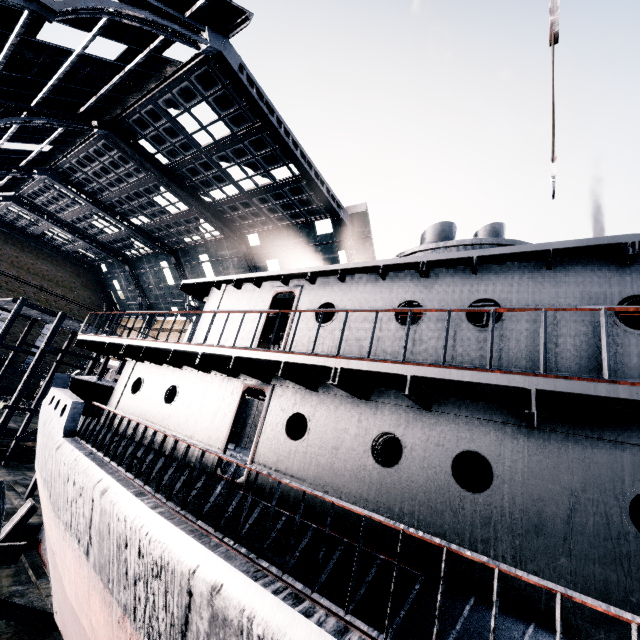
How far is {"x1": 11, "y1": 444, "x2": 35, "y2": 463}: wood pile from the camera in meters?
27.5

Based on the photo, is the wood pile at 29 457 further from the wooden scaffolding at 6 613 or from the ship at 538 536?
the wooden scaffolding at 6 613

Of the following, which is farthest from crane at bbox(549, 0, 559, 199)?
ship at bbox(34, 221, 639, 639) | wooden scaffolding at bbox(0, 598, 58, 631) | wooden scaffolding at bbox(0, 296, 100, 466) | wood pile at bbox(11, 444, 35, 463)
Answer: wood pile at bbox(11, 444, 35, 463)

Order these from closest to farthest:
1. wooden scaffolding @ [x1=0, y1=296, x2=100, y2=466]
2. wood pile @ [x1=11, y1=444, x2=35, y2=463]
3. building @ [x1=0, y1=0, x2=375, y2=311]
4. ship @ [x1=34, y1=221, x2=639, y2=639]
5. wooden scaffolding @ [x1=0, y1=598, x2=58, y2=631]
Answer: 1. ship @ [x1=34, y1=221, x2=639, y2=639]
2. wooden scaffolding @ [x1=0, y1=598, x2=58, y2=631]
3. building @ [x1=0, y1=0, x2=375, y2=311]
4. wooden scaffolding @ [x1=0, y1=296, x2=100, y2=466]
5. wood pile @ [x1=11, y1=444, x2=35, y2=463]

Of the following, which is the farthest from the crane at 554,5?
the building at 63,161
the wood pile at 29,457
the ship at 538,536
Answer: the wood pile at 29,457

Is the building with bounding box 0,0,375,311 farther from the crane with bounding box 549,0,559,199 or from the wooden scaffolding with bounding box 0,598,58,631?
the crane with bounding box 549,0,559,199

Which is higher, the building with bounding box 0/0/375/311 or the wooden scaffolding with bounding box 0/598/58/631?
the building with bounding box 0/0/375/311

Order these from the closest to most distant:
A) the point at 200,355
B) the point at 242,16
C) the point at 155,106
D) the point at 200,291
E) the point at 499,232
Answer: the point at 200,355 < the point at 499,232 < the point at 200,291 < the point at 242,16 < the point at 155,106
